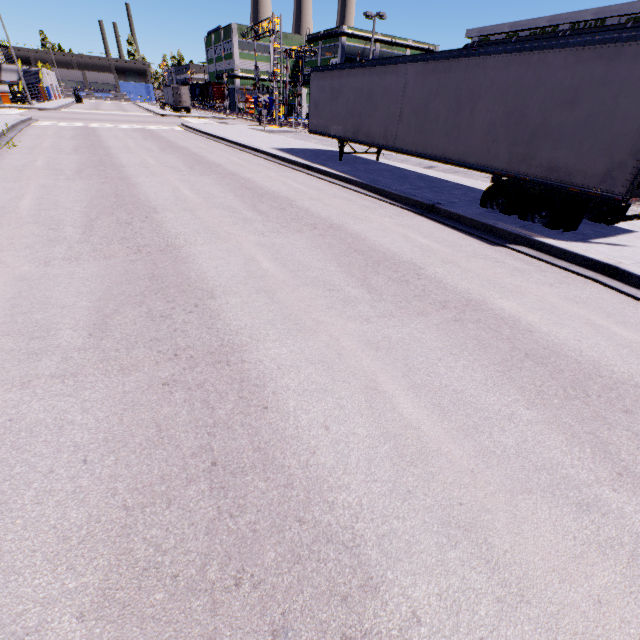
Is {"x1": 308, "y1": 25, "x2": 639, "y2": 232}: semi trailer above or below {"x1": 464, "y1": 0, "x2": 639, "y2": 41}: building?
below

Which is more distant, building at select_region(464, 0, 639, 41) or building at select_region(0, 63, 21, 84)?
building at select_region(0, 63, 21, 84)

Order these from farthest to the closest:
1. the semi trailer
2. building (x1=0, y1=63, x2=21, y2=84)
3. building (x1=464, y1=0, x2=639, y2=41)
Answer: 1. building (x1=0, y1=63, x2=21, y2=84)
2. building (x1=464, y1=0, x2=639, y2=41)
3. the semi trailer

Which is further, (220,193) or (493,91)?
(220,193)

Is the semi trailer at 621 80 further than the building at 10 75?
No

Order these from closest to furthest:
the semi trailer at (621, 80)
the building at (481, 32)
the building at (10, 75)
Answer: the semi trailer at (621, 80)
the building at (481, 32)
the building at (10, 75)

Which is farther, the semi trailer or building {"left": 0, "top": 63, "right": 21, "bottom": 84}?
building {"left": 0, "top": 63, "right": 21, "bottom": 84}
